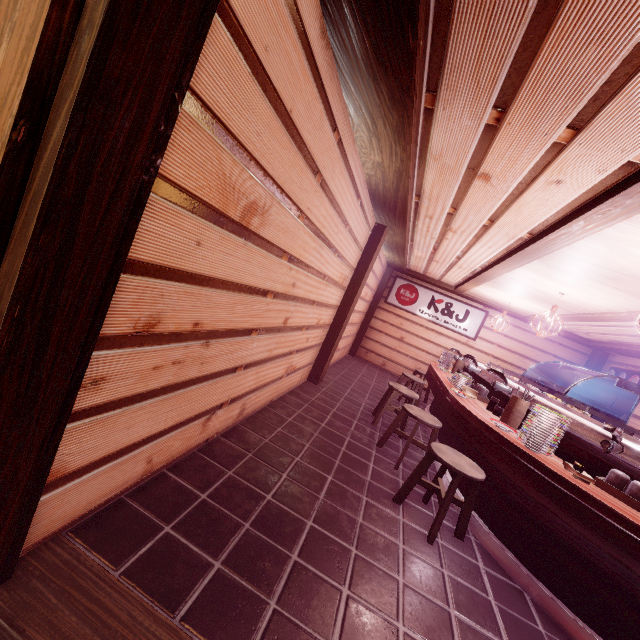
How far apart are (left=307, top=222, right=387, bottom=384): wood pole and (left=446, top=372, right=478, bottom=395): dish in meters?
3.3 m

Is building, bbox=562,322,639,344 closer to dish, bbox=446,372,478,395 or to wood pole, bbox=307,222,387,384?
dish, bbox=446,372,478,395

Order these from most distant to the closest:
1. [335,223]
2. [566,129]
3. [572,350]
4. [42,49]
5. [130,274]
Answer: [572,350], [335,223], [566,129], [130,274], [42,49]

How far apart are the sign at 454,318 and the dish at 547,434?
12.0m

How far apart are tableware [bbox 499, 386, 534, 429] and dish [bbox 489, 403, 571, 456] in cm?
78

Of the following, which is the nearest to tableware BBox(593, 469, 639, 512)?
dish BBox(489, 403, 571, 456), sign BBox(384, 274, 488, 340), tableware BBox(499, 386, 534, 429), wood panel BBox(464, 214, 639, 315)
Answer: dish BBox(489, 403, 571, 456)

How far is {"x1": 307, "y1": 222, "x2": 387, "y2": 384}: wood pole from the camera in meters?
9.4

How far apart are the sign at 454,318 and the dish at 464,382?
8.8 meters
